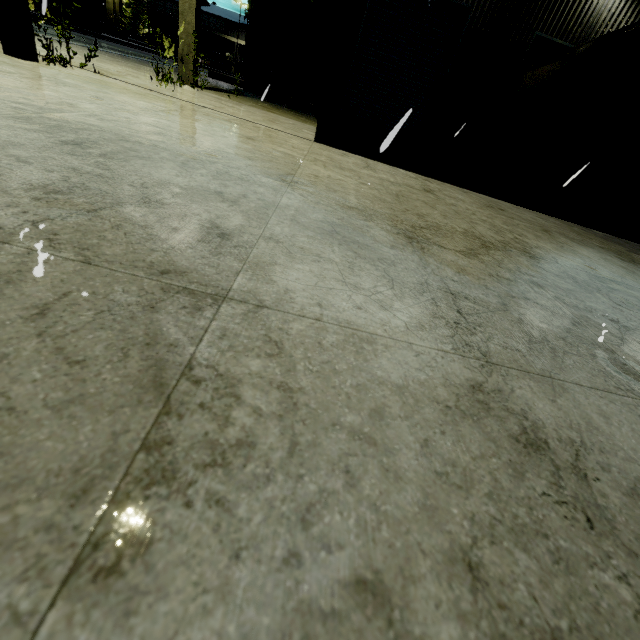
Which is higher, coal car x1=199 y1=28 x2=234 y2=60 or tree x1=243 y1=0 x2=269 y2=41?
coal car x1=199 y1=28 x2=234 y2=60

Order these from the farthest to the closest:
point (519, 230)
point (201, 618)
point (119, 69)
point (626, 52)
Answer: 1. point (626, 52)
2. point (119, 69)
3. point (519, 230)
4. point (201, 618)

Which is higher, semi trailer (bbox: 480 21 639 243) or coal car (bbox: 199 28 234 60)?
coal car (bbox: 199 28 234 60)

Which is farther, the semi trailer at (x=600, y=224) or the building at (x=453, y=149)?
the building at (x=453, y=149)

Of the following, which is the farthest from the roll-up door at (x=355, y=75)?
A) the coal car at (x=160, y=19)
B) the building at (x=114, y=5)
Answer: the coal car at (x=160, y=19)

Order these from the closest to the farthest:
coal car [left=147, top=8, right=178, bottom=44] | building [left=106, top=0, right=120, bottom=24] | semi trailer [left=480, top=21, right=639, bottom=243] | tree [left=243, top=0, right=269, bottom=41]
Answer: semi trailer [left=480, top=21, right=639, bottom=243]
tree [left=243, top=0, right=269, bottom=41]
coal car [left=147, top=8, right=178, bottom=44]
building [left=106, top=0, right=120, bottom=24]

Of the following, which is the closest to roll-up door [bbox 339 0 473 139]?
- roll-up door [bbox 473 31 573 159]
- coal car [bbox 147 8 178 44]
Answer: roll-up door [bbox 473 31 573 159]

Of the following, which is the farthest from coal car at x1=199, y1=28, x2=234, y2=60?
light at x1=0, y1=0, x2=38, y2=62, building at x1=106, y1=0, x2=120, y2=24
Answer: light at x1=0, y1=0, x2=38, y2=62
